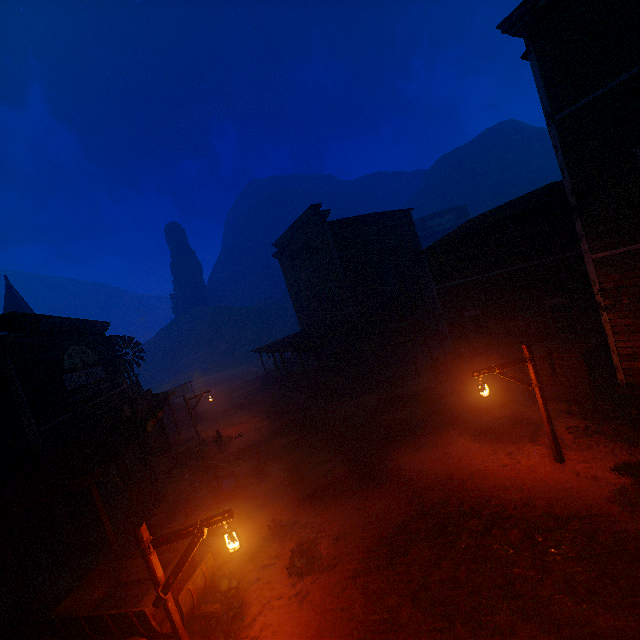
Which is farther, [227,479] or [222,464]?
[222,464]

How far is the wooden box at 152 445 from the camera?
17.4 meters

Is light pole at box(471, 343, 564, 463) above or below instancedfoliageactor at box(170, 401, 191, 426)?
above

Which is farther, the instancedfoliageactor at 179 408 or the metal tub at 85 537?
the instancedfoliageactor at 179 408

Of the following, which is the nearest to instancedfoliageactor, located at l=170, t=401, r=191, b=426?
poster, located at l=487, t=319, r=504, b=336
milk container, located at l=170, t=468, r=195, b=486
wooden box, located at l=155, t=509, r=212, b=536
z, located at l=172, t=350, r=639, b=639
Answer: z, located at l=172, t=350, r=639, b=639

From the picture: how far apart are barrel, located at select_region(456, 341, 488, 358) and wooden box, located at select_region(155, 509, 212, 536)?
11.8m

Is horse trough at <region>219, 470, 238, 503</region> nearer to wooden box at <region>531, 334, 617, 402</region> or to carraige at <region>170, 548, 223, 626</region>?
carraige at <region>170, 548, 223, 626</region>

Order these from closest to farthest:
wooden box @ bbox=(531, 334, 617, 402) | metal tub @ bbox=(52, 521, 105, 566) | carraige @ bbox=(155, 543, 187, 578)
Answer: carraige @ bbox=(155, 543, 187, 578) → metal tub @ bbox=(52, 521, 105, 566) → wooden box @ bbox=(531, 334, 617, 402)
